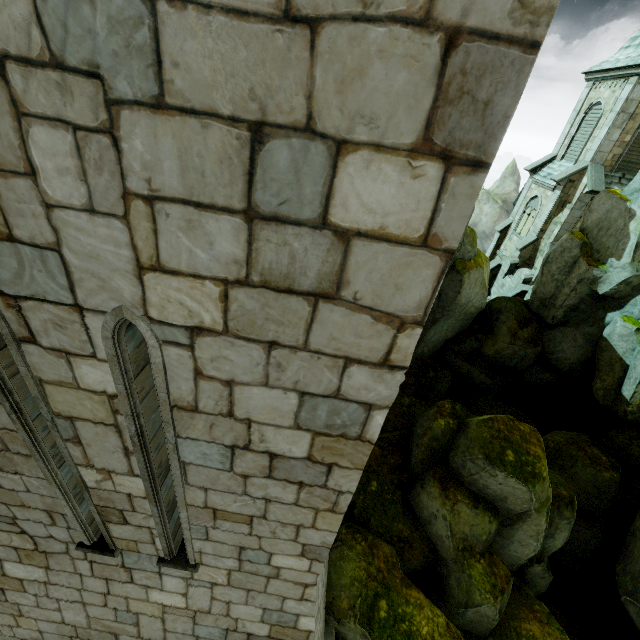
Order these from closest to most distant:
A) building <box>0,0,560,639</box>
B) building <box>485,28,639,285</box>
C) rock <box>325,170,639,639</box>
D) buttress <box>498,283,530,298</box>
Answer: building <box>0,0,560,639</box>
rock <box>325,170,639,639</box>
building <box>485,28,639,285</box>
buttress <box>498,283,530,298</box>

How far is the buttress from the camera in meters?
20.8 m

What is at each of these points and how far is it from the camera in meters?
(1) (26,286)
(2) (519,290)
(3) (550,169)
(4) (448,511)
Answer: (1) building, 1.8 m
(2) buttress, 20.9 m
(3) building, 23.3 m
(4) rock, 8.0 m

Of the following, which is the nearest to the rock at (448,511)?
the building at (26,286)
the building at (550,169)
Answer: the building at (26,286)

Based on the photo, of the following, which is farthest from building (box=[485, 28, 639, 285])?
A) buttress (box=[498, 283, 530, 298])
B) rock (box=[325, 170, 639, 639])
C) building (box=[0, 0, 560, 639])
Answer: building (box=[0, 0, 560, 639])

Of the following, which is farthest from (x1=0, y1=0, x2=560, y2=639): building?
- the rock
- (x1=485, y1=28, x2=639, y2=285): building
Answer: (x1=485, y1=28, x2=639, y2=285): building

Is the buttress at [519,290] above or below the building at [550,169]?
below

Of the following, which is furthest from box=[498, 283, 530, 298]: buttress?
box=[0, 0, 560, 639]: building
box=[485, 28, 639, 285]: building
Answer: box=[0, 0, 560, 639]: building
